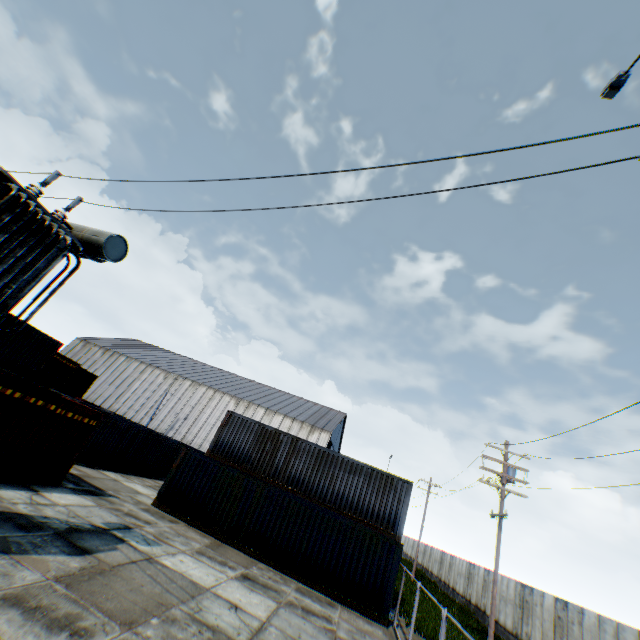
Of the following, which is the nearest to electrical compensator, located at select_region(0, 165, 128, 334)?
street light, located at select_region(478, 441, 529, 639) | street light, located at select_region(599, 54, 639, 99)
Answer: street light, located at select_region(599, 54, 639, 99)

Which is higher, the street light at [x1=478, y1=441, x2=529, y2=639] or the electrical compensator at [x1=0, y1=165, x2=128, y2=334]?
the street light at [x1=478, y1=441, x2=529, y2=639]

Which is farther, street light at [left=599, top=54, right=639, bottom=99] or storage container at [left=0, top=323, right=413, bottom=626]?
storage container at [left=0, top=323, right=413, bottom=626]

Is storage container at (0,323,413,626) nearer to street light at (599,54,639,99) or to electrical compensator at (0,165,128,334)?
electrical compensator at (0,165,128,334)

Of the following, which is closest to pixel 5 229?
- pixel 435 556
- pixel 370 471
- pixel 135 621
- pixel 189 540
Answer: pixel 135 621

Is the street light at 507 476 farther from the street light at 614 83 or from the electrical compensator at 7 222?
the electrical compensator at 7 222

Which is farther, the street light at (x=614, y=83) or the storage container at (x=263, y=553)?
the storage container at (x=263, y=553)

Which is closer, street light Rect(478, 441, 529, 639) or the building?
street light Rect(478, 441, 529, 639)
